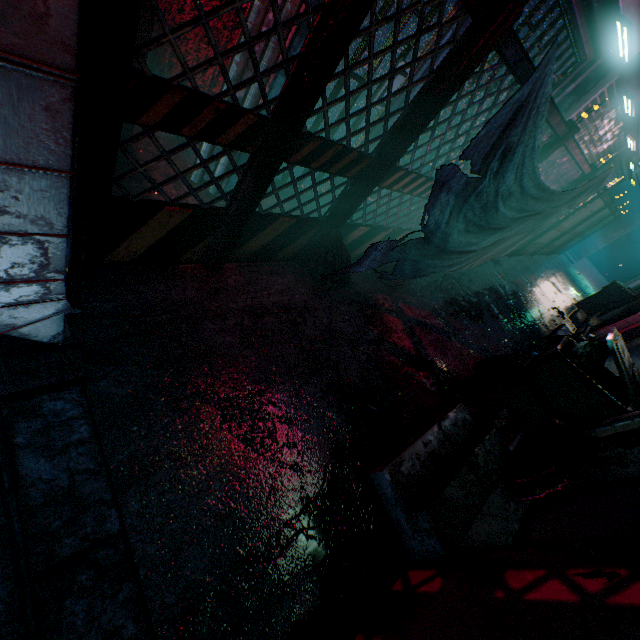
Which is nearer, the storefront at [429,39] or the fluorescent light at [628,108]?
the storefront at [429,39]

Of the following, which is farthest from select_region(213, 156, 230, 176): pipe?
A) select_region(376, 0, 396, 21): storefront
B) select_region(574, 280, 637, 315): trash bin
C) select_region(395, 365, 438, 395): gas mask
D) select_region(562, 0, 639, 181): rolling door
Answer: select_region(574, 280, 637, 315): trash bin

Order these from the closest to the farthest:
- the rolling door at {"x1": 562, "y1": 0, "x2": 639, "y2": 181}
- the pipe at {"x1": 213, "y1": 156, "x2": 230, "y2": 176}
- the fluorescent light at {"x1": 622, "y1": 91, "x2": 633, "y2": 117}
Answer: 1. the pipe at {"x1": 213, "y1": 156, "x2": 230, "y2": 176}
2. the rolling door at {"x1": 562, "y1": 0, "x2": 639, "y2": 181}
3. the fluorescent light at {"x1": 622, "y1": 91, "x2": 633, "y2": 117}

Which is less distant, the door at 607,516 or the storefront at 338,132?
the door at 607,516

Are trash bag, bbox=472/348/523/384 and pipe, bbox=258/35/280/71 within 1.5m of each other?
no

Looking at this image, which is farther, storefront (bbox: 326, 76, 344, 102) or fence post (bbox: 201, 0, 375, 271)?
storefront (bbox: 326, 76, 344, 102)

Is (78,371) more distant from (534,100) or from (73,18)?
(534,100)

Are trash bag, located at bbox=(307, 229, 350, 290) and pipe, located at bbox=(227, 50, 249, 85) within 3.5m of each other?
yes
